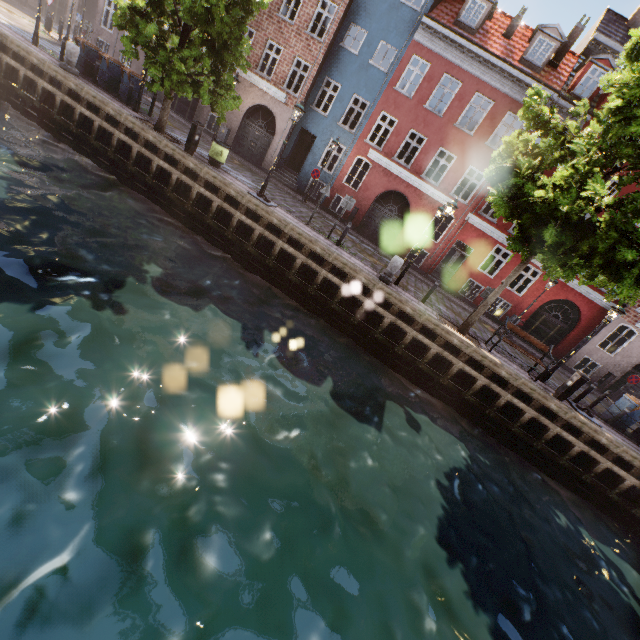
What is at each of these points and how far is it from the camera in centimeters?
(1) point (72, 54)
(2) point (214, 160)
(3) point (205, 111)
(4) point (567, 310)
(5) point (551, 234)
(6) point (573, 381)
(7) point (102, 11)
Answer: (1) pillar, 1365cm
(2) trash bin, 1352cm
(3) building, 2116cm
(4) building, 2248cm
(5) tree, 811cm
(6) electrical box, 1128cm
(7) building, 2152cm

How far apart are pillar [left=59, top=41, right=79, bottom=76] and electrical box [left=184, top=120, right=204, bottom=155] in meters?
6.7

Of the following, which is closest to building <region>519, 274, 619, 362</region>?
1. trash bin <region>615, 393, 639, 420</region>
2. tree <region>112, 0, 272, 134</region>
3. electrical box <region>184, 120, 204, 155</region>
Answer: tree <region>112, 0, 272, 134</region>

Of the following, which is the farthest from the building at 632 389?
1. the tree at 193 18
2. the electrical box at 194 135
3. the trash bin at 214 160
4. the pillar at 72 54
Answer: the electrical box at 194 135

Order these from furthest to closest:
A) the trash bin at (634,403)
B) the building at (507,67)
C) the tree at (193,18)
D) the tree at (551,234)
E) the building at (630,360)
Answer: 1. the building at (630,360)
2. the building at (507,67)
3. the trash bin at (634,403)
4. the tree at (193,18)
5. the tree at (551,234)

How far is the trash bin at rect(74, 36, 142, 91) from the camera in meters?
14.7 m

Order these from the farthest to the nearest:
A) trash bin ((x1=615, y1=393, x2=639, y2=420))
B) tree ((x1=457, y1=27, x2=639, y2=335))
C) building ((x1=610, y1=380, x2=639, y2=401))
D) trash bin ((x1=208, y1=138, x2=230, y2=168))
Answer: building ((x1=610, y1=380, x2=639, y2=401)) → trash bin ((x1=208, y1=138, x2=230, y2=168)) → trash bin ((x1=615, y1=393, x2=639, y2=420)) → tree ((x1=457, y1=27, x2=639, y2=335))

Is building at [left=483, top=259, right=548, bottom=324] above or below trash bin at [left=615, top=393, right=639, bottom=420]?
above
